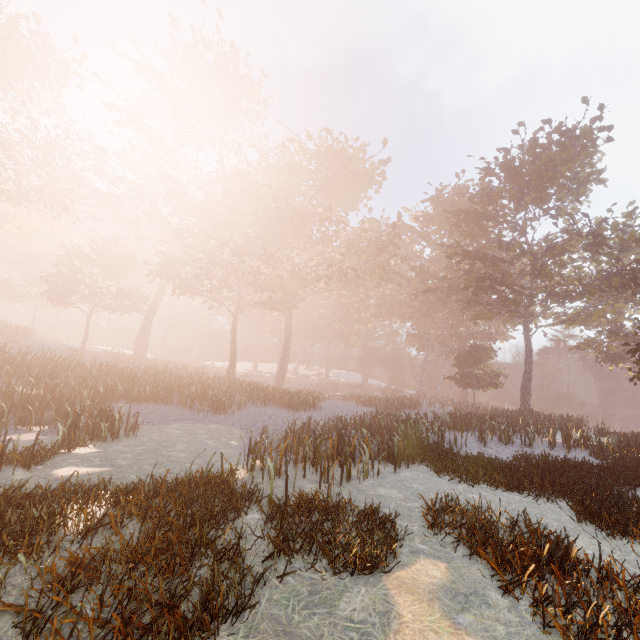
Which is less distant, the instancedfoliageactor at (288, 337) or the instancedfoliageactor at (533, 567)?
the instancedfoliageactor at (533, 567)

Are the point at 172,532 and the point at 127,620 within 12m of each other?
yes

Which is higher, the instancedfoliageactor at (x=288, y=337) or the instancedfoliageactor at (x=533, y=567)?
the instancedfoliageactor at (x=288, y=337)

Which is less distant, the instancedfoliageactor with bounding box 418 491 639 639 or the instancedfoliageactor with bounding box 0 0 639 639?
the instancedfoliageactor with bounding box 418 491 639 639

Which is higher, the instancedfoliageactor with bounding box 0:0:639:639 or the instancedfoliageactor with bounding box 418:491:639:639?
the instancedfoliageactor with bounding box 0:0:639:639
